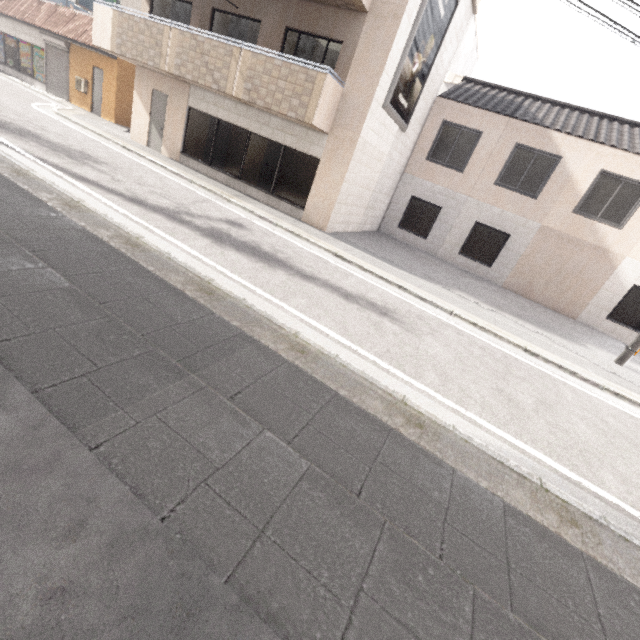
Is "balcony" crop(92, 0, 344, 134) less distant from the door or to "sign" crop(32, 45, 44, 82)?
the door

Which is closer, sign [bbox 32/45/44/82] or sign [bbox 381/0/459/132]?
sign [bbox 381/0/459/132]

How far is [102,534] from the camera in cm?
161

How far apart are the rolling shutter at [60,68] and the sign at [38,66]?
0.0m

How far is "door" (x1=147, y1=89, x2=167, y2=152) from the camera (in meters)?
12.41

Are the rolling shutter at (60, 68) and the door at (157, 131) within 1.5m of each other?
no

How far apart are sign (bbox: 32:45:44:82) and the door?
11.13m

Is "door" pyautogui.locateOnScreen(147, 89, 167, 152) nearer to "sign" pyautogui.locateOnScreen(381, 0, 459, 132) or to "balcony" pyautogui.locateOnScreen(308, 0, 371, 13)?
"balcony" pyautogui.locateOnScreen(308, 0, 371, 13)
